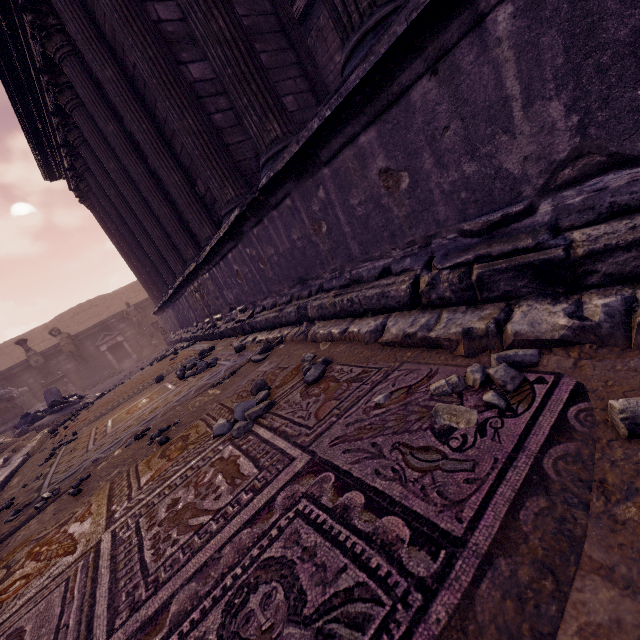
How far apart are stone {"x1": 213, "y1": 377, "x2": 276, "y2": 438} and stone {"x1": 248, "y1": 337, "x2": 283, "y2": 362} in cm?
90

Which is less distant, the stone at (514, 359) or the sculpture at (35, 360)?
the stone at (514, 359)

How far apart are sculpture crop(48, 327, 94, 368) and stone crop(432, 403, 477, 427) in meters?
18.1

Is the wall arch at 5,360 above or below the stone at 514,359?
above

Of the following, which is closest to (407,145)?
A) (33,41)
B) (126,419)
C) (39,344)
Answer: (126,419)

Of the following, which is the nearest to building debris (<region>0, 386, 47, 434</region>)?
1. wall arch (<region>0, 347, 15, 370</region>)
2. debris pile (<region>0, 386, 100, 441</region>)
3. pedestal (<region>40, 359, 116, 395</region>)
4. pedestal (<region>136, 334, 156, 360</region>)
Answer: pedestal (<region>40, 359, 116, 395</region>)

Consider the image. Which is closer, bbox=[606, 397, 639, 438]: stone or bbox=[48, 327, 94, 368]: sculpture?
bbox=[606, 397, 639, 438]: stone

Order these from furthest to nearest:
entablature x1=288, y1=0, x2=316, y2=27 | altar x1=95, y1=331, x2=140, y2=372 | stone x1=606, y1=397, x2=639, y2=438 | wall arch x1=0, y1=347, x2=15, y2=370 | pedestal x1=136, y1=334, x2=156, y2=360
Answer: wall arch x1=0, y1=347, x2=15, y2=370 < pedestal x1=136, y1=334, x2=156, y2=360 < altar x1=95, y1=331, x2=140, y2=372 < entablature x1=288, y1=0, x2=316, y2=27 < stone x1=606, y1=397, x2=639, y2=438
